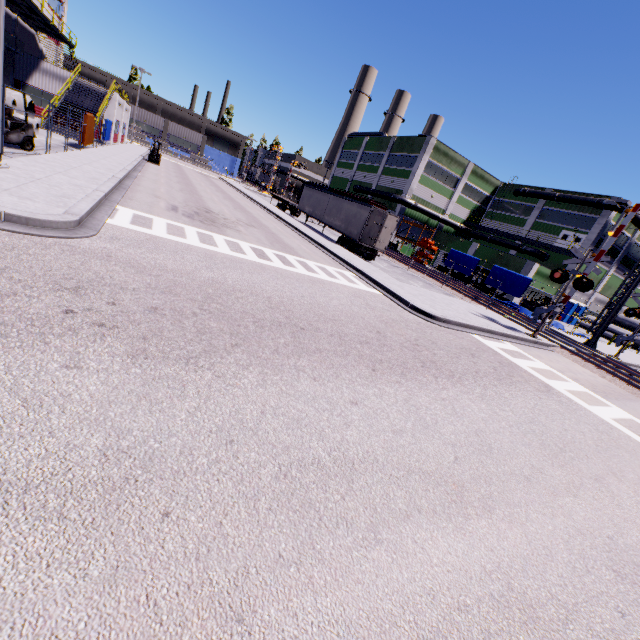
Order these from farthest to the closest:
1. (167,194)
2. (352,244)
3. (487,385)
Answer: (352,244)
(167,194)
(487,385)

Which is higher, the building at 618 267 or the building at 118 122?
the building at 618 267

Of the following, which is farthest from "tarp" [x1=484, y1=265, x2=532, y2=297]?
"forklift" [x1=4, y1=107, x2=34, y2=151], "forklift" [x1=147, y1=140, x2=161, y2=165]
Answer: "forklift" [x1=147, y1=140, x2=161, y2=165]

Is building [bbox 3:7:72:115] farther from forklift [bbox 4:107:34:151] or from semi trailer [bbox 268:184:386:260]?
forklift [bbox 4:107:34:151]

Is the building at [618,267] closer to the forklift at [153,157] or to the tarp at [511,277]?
the tarp at [511,277]

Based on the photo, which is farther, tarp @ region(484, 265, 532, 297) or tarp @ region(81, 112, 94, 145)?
tarp @ region(484, 265, 532, 297)

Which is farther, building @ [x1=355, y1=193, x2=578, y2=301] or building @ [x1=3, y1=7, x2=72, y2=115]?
building @ [x1=355, y1=193, x2=578, y2=301]

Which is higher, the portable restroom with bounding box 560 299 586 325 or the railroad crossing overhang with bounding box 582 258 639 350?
the railroad crossing overhang with bounding box 582 258 639 350
